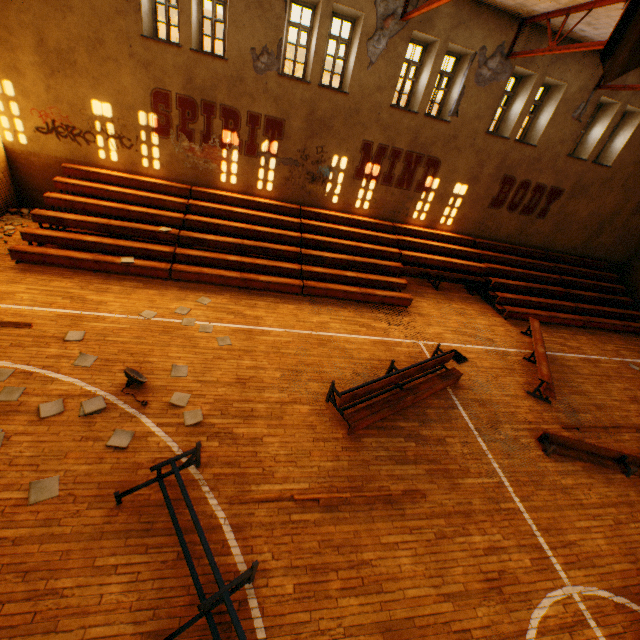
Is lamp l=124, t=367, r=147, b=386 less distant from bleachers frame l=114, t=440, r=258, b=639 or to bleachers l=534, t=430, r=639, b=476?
bleachers frame l=114, t=440, r=258, b=639

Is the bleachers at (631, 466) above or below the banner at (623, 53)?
below

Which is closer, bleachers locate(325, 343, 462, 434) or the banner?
the banner

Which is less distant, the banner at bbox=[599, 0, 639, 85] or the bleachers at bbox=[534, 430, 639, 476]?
the banner at bbox=[599, 0, 639, 85]

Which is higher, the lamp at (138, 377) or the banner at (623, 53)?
the banner at (623, 53)

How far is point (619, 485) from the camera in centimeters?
711cm

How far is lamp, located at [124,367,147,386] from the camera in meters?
6.2 m

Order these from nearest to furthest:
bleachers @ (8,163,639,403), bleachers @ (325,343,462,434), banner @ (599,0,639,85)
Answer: banner @ (599,0,639,85) → bleachers @ (325,343,462,434) → bleachers @ (8,163,639,403)
